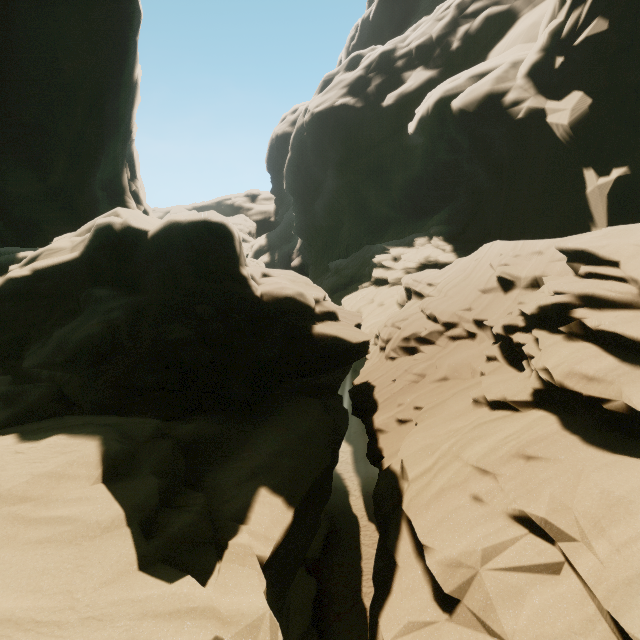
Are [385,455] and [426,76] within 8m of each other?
no
